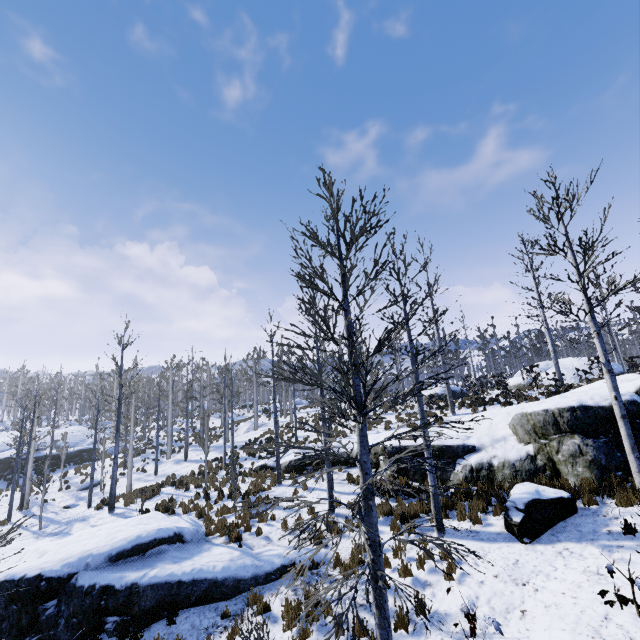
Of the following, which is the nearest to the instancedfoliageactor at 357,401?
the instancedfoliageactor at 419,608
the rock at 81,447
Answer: the rock at 81,447

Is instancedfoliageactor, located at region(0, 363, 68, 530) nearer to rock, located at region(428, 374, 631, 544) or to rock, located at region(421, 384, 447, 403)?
rock, located at region(428, 374, 631, 544)

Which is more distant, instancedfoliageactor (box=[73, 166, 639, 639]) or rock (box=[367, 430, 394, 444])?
rock (box=[367, 430, 394, 444])

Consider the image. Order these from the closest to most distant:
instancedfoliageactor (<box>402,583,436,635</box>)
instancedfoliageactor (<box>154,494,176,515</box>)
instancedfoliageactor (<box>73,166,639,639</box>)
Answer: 1. instancedfoliageactor (<box>402,583,436,635</box>)
2. instancedfoliageactor (<box>73,166,639,639</box>)
3. instancedfoliageactor (<box>154,494,176,515</box>)

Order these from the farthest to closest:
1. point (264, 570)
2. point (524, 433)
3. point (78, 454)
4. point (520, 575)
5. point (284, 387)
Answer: point (284, 387) → point (78, 454) → point (524, 433) → point (264, 570) → point (520, 575)

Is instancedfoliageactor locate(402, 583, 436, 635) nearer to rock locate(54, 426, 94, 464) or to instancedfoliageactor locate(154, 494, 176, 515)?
instancedfoliageactor locate(154, 494, 176, 515)

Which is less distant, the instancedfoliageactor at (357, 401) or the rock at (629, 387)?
the instancedfoliageactor at (357, 401)

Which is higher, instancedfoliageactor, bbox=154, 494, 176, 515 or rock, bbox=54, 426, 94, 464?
rock, bbox=54, 426, 94, 464
